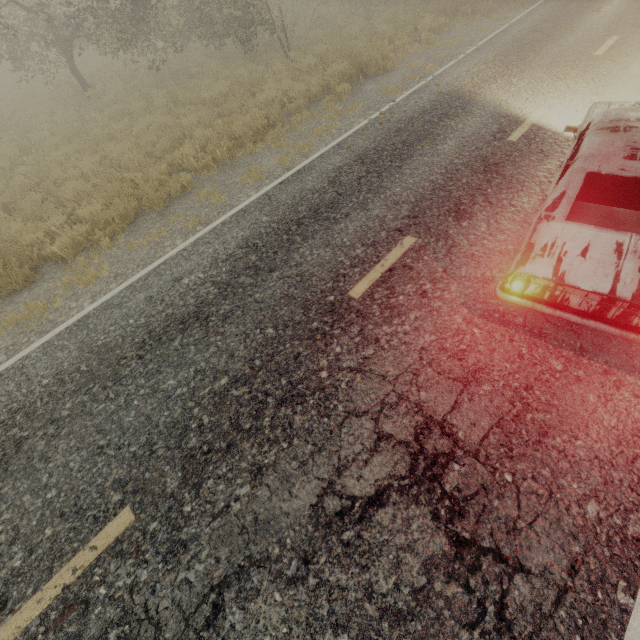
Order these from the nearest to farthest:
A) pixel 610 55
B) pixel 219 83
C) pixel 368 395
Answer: pixel 368 395, pixel 610 55, pixel 219 83

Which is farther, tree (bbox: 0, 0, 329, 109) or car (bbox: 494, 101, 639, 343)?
tree (bbox: 0, 0, 329, 109)

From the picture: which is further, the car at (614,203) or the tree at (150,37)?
the tree at (150,37)
